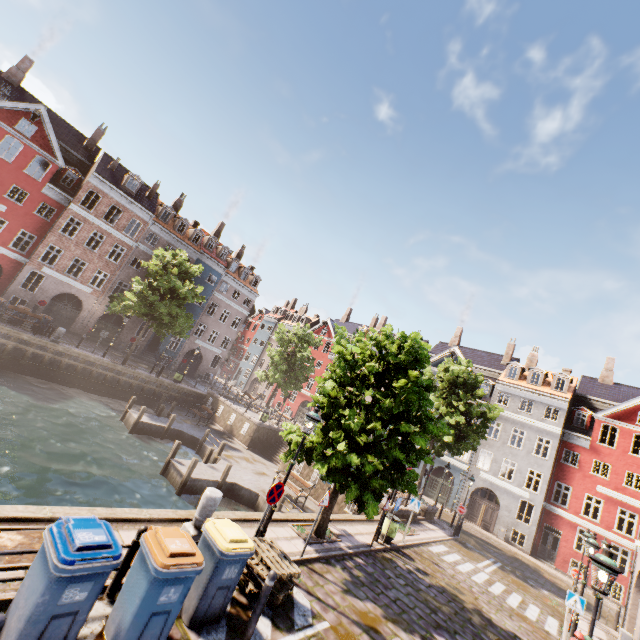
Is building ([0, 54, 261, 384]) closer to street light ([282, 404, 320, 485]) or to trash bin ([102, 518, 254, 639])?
street light ([282, 404, 320, 485])

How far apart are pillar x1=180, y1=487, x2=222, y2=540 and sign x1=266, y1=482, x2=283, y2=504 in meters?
1.1 m

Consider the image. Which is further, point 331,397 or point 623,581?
point 623,581

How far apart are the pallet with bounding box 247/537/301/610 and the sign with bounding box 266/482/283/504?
0.78m

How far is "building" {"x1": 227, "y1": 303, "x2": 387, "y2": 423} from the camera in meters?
46.7

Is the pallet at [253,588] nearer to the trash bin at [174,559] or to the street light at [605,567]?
the street light at [605,567]

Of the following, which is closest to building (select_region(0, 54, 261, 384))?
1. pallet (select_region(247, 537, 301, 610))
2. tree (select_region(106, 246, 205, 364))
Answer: tree (select_region(106, 246, 205, 364))

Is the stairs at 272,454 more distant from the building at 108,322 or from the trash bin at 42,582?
the trash bin at 42,582
